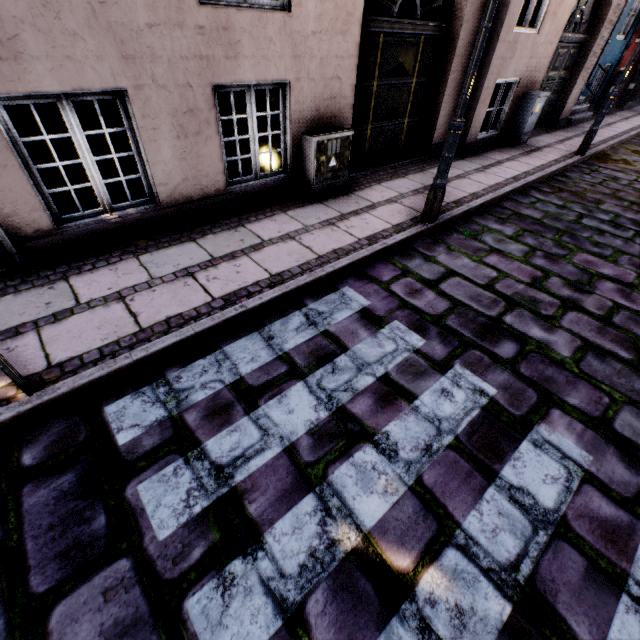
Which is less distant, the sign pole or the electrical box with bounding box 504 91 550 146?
the sign pole

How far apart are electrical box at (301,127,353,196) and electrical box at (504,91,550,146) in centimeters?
537cm

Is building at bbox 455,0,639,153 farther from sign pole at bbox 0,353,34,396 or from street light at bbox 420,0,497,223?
sign pole at bbox 0,353,34,396

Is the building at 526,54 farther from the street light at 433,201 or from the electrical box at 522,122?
the street light at 433,201

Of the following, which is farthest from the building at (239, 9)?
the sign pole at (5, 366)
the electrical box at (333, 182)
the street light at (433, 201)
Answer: the sign pole at (5, 366)

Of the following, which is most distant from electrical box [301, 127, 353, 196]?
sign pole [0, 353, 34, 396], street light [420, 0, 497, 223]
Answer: sign pole [0, 353, 34, 396]

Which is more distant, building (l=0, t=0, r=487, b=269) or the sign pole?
building (l=0, t=0, r=487, b=269)

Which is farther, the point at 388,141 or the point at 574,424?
the point at 388,141
